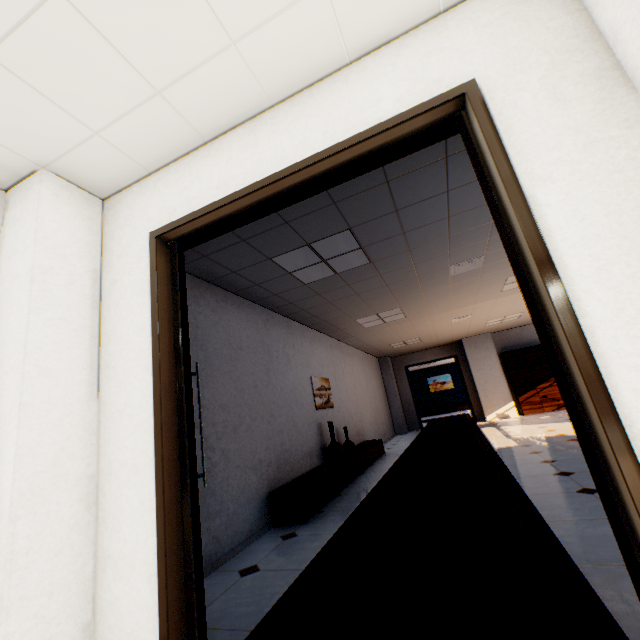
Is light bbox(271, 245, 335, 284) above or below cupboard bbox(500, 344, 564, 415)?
above

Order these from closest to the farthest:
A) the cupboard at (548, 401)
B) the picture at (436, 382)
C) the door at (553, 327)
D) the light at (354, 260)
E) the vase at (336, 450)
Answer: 1. the door at (553, 327)
2. the light at (354, 260)
3. the vase at (336, 450)
4. the cupboard at (548, 401)
5. the picture at (436, 382)

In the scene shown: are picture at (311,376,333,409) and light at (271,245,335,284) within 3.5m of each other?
yes

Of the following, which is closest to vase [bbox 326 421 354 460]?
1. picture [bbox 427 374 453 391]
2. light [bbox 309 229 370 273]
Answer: light [bbox 309 229 370 273]

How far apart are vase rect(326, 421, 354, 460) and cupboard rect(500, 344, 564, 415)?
8.0 meters

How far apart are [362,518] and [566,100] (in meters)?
3.89

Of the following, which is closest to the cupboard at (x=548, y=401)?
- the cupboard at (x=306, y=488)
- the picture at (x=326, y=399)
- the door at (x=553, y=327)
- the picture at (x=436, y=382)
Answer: the cupboard at (x=306, y=488)

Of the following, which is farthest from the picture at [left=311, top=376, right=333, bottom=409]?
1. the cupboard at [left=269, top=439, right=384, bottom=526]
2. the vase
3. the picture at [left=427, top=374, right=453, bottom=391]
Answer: the picture at [left=427, top=374, right=453, bottom=391]
